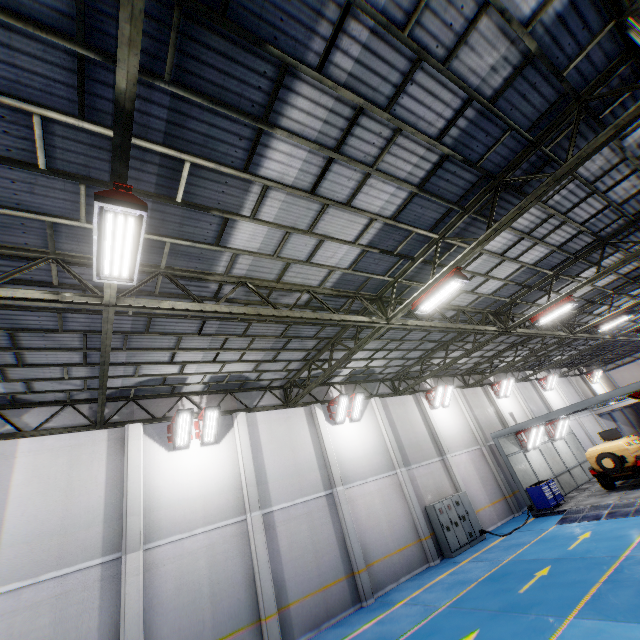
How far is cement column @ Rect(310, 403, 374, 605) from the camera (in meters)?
12.59

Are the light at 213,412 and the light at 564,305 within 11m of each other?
no

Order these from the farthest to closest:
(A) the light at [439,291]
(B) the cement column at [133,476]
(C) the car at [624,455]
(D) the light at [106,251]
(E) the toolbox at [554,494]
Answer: (E) the toolbox at [554,494]
(C) the car at [624,455]
(B) the cement column at [133,476]
(A) the light at [439,291]
(D) the light at [106,251]

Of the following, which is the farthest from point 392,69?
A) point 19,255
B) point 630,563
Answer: point 630,563

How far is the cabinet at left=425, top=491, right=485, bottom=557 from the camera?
15.2m

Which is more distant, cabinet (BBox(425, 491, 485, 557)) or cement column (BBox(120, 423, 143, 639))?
cabinet (BBox(425, 491, 485, 557))

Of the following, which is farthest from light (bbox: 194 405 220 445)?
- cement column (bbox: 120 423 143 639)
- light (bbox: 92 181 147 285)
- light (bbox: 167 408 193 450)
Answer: light (bbox: 92 181 147 285)

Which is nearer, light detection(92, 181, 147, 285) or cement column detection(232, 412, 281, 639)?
light detection(92, 181, 147, 285)
